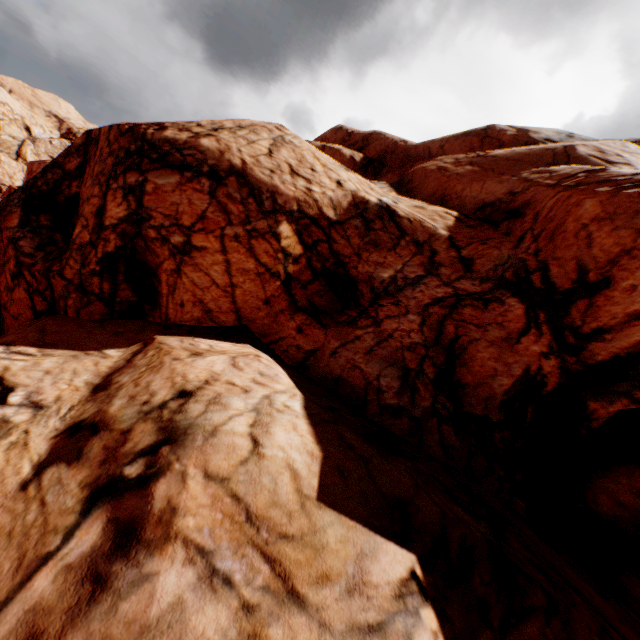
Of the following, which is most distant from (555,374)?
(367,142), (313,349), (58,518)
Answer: (367,142)
